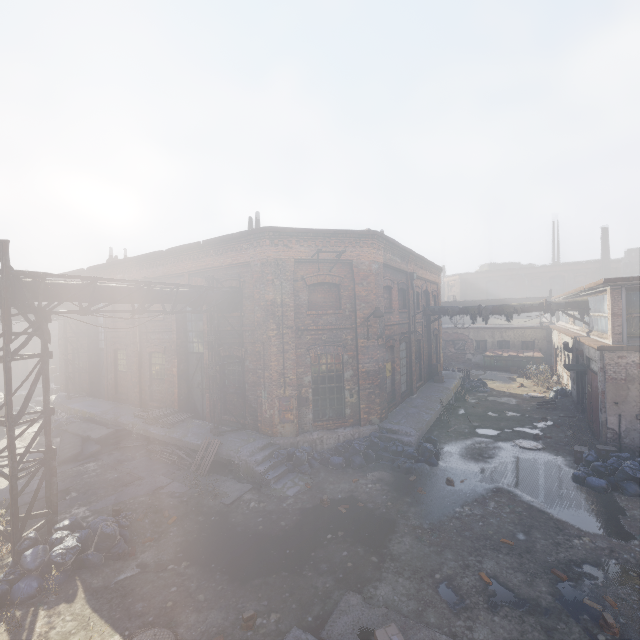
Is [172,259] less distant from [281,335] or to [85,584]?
[281,335]

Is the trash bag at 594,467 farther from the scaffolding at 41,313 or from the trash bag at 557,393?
the scaffolding at 41,313

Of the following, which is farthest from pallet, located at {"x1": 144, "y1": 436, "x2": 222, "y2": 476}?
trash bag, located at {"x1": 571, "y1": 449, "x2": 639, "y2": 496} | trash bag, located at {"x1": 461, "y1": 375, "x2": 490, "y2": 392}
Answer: trash bag, located at {"x1": 461, "y1": 375, "x2": 490, "y2": 392}

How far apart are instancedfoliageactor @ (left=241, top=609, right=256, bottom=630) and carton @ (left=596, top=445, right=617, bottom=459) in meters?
11.9

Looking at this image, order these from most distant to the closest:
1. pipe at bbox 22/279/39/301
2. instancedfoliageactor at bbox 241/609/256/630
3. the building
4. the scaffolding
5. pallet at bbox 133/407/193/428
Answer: pallet at bbox 133/407/193/428 < the building < pipe at bbox 22/279/39/301 < the scaffolding < instancedfoliageactor at bbox 241/609/256/630

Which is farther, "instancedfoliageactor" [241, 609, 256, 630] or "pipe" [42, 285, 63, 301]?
"pipe" [42, 285, 63, 301]

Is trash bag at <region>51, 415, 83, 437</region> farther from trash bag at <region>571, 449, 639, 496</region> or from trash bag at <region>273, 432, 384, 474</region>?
trash bag at <region>571, 449, 639, 496</region>

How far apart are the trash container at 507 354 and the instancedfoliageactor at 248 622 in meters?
27.6 m
